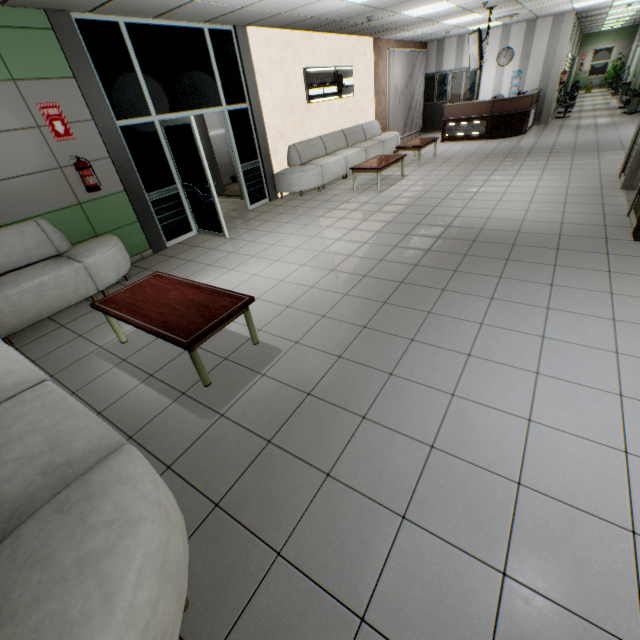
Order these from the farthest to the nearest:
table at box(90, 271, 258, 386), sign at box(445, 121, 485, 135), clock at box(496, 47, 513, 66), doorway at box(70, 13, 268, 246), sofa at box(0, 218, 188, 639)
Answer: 1. clock at box(496, 47, 513, 66)
2. sign at box(445, 121, 485, 135)
3. doorway at box(70, 13, 268, 246)
4. table at box(90, 271, 258, 386)
5. sofa at box(0, 218, 188, 639)

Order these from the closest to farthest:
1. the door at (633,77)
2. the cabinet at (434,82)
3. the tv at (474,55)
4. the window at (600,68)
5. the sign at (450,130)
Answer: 1. the tv at (474,55)
2. the sign at (450,130)
3. the cabinet at (434,82)
4. the door at (633,77)
5. the window at (600,68)

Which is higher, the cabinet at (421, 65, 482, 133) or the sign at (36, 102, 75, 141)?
the sign at (36, 102, 75, 141)

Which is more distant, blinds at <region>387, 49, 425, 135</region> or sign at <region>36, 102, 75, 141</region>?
blinds at <region>387, 49, 425, 135</region>

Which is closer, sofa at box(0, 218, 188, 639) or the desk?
sofa at box(0, 218, 188, 639)

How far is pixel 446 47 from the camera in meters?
13.2 m

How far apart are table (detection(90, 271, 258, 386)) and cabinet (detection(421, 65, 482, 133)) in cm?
1502

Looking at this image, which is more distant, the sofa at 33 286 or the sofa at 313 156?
the sofa at 313 156
